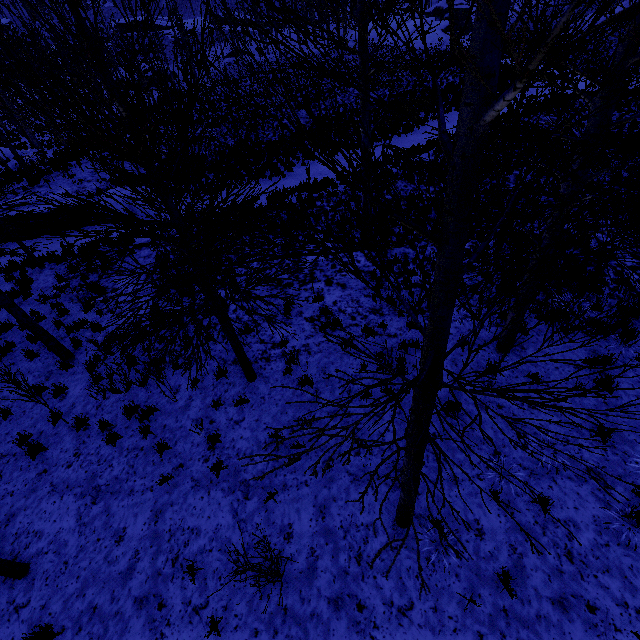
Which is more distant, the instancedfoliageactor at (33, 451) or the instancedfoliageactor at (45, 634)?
the instancedfoliageactor at (33, 451)

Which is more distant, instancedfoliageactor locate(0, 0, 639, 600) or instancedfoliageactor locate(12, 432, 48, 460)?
instancedfoliageactor locate(12, 432, 48, 460)

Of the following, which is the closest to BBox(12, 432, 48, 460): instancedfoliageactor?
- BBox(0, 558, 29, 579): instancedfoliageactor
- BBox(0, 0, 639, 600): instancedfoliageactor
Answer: BBox(0, 0, 639, 600): instancedfoliageactor

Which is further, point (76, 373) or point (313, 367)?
point (76, 373)

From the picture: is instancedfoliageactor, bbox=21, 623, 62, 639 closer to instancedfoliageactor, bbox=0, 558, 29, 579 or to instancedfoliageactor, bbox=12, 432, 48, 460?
instancedfoliageactor, bbox=12, 432, 48, 460

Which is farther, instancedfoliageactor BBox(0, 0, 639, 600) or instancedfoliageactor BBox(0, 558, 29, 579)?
instancedfoliageactor BBox(0, 558, 29, 579)

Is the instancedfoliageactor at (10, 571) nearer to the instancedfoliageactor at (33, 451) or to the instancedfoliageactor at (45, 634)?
the instancedfoliageactor at (33, 451)

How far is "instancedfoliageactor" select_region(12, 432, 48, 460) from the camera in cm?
679
